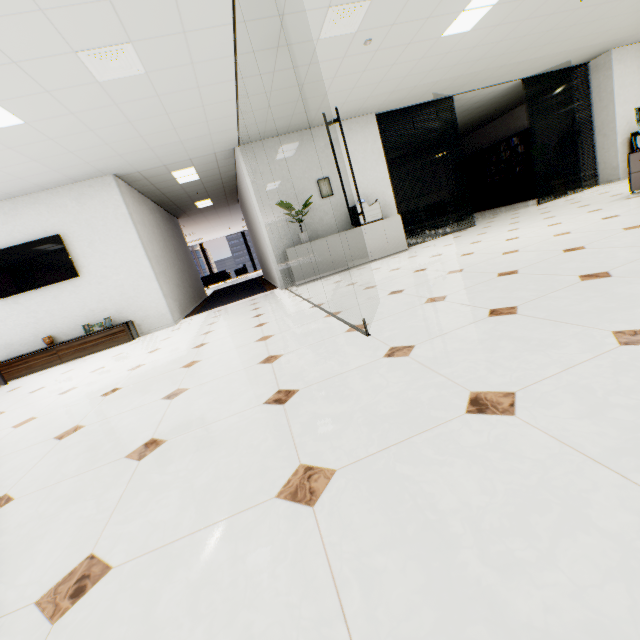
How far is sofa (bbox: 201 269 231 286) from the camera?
18.3m

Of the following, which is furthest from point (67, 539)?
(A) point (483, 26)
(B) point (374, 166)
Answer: (B) point (374, 166)

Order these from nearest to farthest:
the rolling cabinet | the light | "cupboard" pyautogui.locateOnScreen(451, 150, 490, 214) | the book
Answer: the light → the rolling cabinet → the book → "cupboard" pyautogui.locateOnScreen(451, 150, 490, 214)

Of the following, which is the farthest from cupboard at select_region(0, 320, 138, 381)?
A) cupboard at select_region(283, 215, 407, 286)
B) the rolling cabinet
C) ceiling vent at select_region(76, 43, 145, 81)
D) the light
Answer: the rolling cabinet

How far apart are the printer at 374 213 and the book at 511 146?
7.0m

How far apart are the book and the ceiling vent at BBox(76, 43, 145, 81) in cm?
1128

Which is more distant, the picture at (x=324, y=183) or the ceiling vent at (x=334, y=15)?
the picture at (x=324, y=183)

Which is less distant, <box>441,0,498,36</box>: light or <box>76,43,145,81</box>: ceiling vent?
<box>76,43,145,81</box>: ceiling vent
